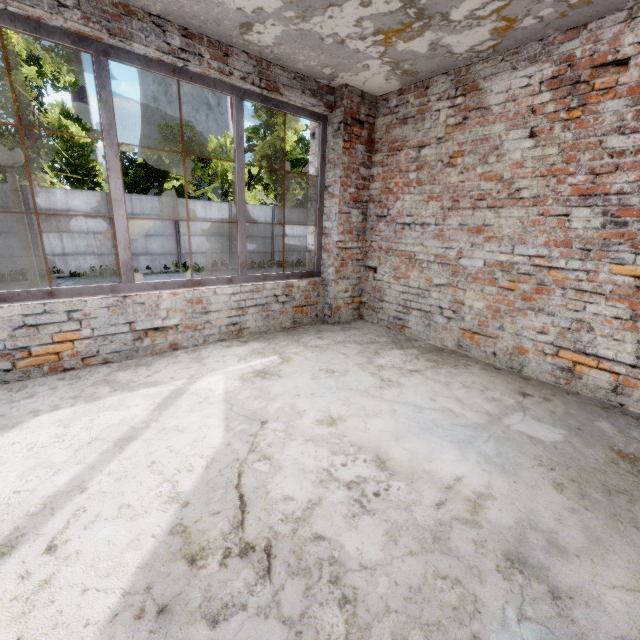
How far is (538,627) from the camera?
1.2m
